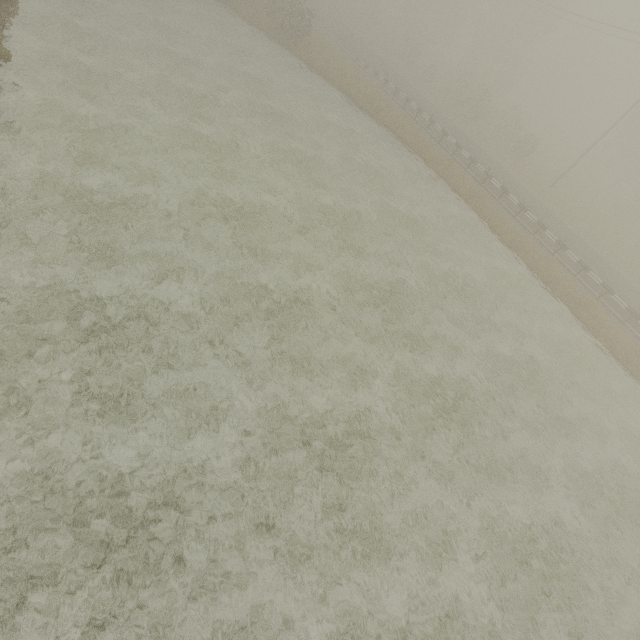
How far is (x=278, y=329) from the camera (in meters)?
11.38
